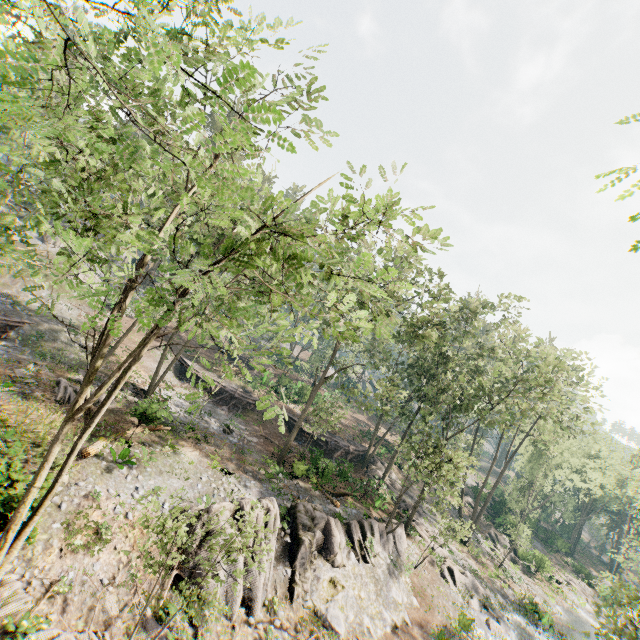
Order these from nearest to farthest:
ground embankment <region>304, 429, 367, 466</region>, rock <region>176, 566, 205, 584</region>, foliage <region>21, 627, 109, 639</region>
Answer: foliage <region>21, 627, 109, 639</region>
rock <region>176, 566, 205, 584</region>
ground embankment <region>304, 429, 367, 466</region>

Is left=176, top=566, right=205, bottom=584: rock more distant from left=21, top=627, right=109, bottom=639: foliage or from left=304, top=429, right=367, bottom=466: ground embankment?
left=304, top=429, right=367, bottom=466: ground embankment

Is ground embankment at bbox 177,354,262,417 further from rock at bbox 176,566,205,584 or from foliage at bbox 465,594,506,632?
foliage at bbox 465,594,506,632

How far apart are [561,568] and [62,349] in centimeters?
6853cm

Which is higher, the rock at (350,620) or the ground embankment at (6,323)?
the ground embankment at (6,323)

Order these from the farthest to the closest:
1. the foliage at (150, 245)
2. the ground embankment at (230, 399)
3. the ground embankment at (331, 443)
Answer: the ground embankment at (230, 399) < the ground embankment at (331, 443) < the foliage at (150, 245)

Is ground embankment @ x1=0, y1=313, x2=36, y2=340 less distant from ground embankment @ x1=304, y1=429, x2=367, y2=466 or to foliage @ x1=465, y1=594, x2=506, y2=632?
foliage @ x1=465, y1=594, x2=506, y2=632

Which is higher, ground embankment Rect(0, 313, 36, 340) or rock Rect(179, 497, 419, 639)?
ground embankment Rect(0, 313, 36, 340)
